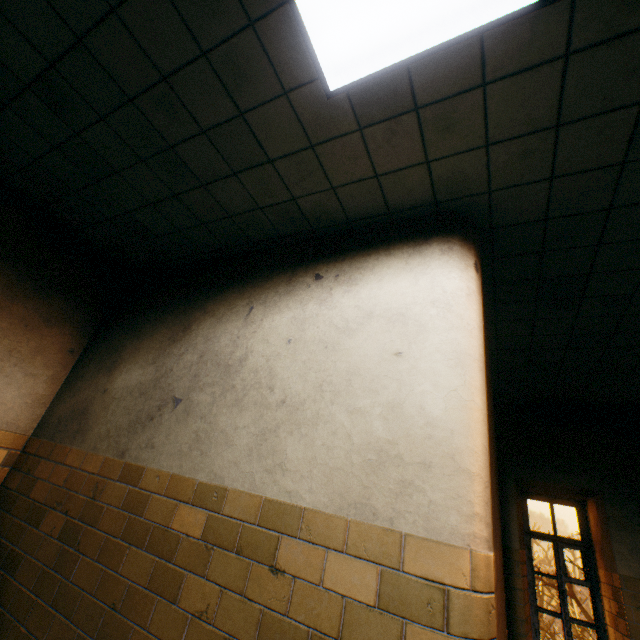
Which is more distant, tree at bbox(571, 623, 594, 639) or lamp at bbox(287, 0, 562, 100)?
tree at bbox(571, 623, 594, 639)

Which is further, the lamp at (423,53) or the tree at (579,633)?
the tree at (579,633)

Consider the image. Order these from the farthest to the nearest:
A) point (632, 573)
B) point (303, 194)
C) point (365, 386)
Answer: point (632, 573), point (303, 194), point (365, 386)

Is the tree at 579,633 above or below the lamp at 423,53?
below

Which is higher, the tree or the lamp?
the lamp
